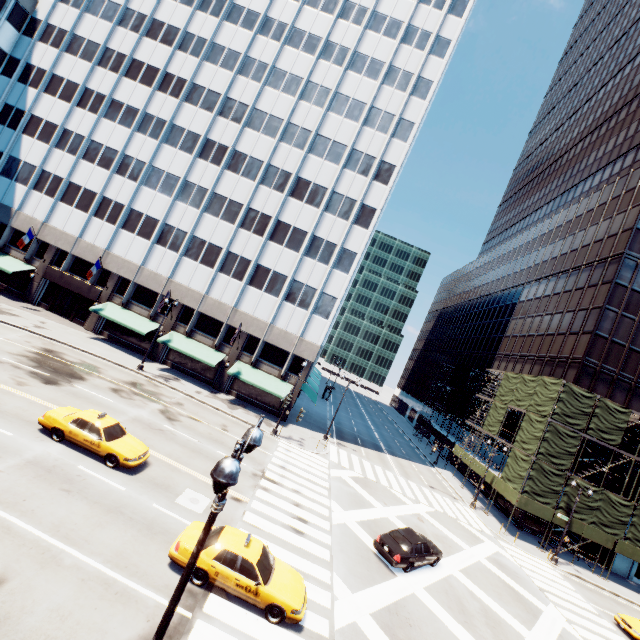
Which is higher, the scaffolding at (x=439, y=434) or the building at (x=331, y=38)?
the building at (x=331, y=38)

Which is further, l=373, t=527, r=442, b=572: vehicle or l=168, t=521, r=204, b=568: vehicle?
l=373, t=527, r=442, b=572: vehicle

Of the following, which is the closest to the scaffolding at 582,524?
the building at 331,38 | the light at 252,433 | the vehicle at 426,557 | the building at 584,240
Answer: the building at 584,240

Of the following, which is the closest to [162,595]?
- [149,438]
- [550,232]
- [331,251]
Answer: [149,438]

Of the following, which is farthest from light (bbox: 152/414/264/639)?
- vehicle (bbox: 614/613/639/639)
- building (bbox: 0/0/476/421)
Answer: vehicle (bbox: 614/613/639/639)

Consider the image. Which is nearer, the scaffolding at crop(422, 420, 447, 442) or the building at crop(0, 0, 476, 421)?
the building at crop(0, 0, 476, 421)

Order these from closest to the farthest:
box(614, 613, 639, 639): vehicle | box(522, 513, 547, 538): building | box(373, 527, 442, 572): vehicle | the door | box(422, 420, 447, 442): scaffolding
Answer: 1. box(373, 527, 442, 572): vehicle
2. box(614, 613, 639, 639): vehicle
3. box(522, 513, 547, 538): building
4. the door
5. box(422, 420, 447, 442): scaffolding

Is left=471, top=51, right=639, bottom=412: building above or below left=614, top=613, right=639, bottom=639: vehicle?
above
